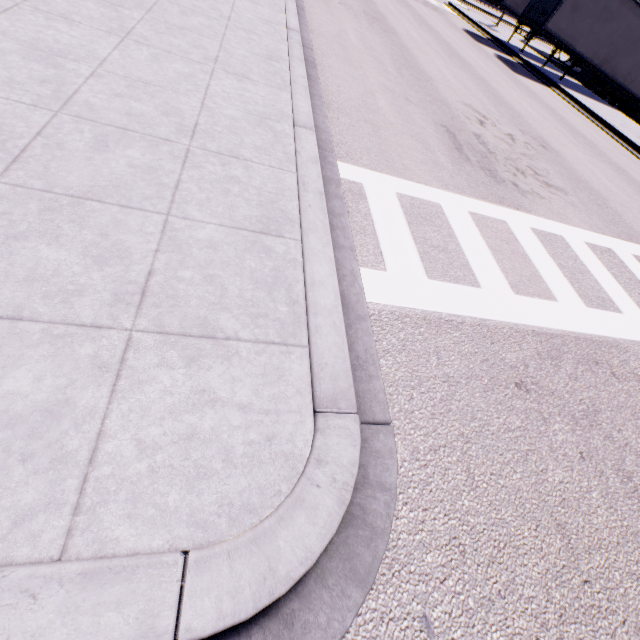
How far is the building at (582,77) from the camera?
30.2 meters

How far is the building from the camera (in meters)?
30.17

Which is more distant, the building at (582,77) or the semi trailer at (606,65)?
the building at (582,77)

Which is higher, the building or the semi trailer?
the semi trailer

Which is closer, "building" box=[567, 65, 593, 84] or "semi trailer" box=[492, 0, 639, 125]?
"semi trailer" box=[492, 0, 639, 125]

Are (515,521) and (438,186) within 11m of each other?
yes
